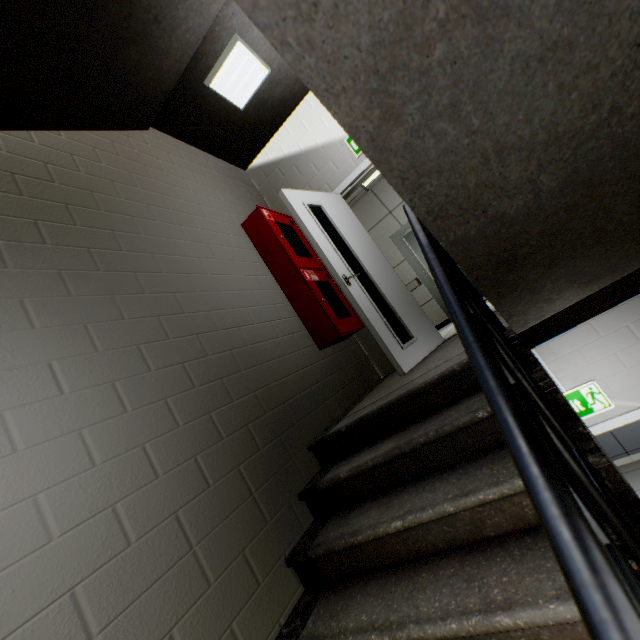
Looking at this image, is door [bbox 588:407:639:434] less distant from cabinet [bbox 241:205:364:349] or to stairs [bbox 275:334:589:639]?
stairs [bbox 275:334:589:639]

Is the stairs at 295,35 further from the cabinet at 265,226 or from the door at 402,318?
the cabinet at 265,226

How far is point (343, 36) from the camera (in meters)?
0.51

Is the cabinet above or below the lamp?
below

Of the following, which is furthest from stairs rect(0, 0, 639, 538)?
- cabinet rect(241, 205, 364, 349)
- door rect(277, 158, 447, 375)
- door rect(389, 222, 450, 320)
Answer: door rect(389, 222, 450, 320)

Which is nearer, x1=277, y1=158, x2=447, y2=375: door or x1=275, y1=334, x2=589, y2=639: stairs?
x1=275, y1=334, x2=589, y2=639: stairs

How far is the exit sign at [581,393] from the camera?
2.88m

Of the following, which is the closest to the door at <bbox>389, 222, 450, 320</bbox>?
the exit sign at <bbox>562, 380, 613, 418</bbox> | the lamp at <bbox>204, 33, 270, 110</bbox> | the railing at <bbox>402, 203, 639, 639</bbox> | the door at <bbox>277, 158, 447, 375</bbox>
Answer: the door at <bbox>277, 158, 447, 375</bbox>
